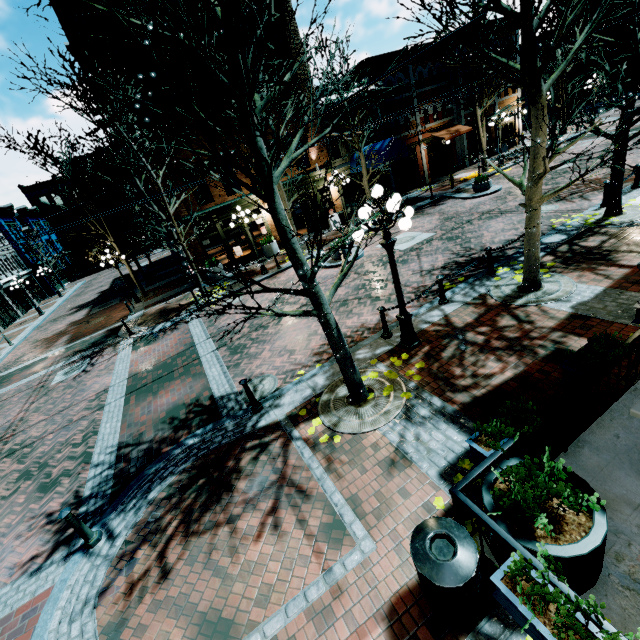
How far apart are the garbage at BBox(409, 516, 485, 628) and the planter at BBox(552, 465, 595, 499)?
0.3m

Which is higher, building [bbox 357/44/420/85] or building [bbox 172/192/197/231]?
building [bbox 357/44/420/85]

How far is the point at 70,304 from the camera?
30.2 meters

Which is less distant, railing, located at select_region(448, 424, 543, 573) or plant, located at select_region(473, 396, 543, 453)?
railing, located at select_region(448, 424, 543, 573)

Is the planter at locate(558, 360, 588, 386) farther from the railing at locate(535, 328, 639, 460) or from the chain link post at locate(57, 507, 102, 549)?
the chain link post at locate(57, 507, 102, 549)

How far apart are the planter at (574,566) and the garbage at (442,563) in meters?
0.3 m

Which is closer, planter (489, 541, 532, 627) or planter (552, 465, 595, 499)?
planter (489, 541, 532, 627)

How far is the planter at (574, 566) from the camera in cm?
280
